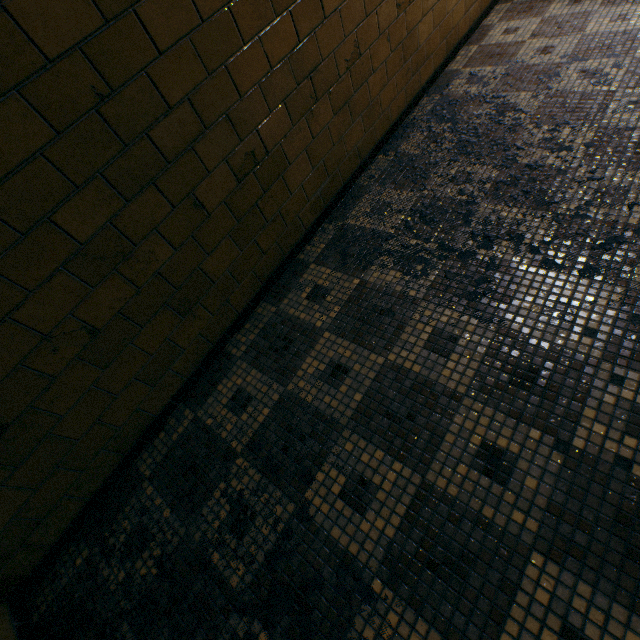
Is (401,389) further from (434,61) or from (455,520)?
(434,61)
